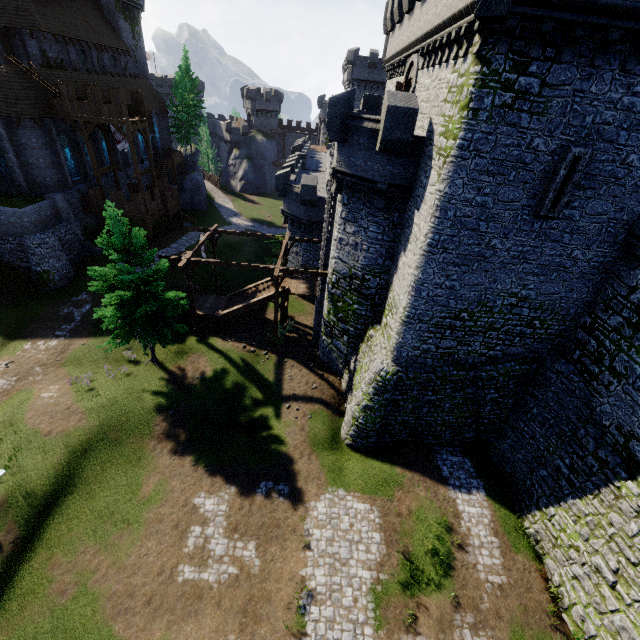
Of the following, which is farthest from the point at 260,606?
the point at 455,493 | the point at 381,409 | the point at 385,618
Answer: the point at 455,493

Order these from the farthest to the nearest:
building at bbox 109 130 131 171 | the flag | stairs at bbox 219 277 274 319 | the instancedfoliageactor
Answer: building at bbox 109 130 131 171 < the flag < stairs at bbox 219 277 274 319 < the instancedfoliageactor

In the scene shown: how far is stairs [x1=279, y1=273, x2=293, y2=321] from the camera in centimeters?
2389cm

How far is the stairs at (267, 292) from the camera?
24.5m

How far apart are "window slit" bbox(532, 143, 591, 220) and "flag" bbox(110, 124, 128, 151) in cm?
3334

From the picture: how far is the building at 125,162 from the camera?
35.8m

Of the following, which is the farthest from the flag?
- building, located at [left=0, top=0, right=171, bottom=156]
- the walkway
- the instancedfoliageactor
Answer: the instancedfoliageactor

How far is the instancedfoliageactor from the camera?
17.0 meters
